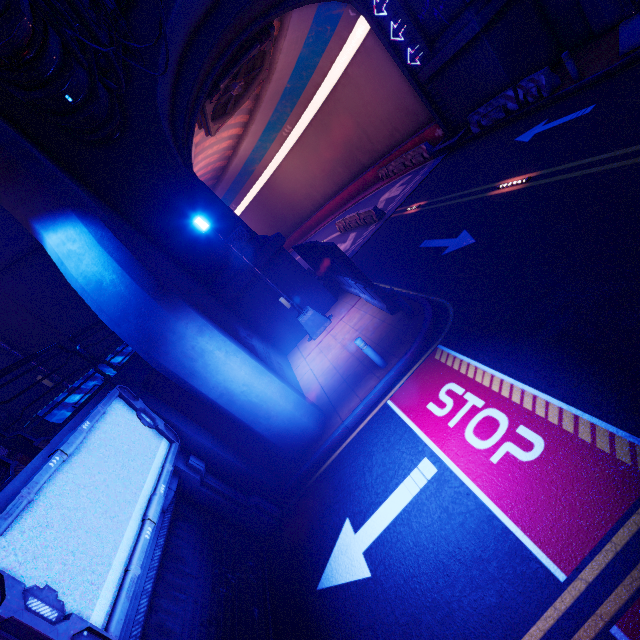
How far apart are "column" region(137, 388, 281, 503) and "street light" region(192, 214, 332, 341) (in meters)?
5.40

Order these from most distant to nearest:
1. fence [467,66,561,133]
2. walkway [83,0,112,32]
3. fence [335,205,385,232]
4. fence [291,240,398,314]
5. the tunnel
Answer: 1. fence [335,205,385,232]
2. the tunnel
3. fence [467,66,561,133]
4. fence [291,240,398,314]
5. walkway [83,0,112,32]

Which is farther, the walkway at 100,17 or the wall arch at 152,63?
the wall arch at 152,63

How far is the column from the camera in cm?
690

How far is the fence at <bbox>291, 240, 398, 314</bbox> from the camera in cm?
949

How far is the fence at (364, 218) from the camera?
19.05m

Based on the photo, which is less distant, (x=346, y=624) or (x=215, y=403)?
(x=346, y=624)

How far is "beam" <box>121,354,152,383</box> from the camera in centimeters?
711cm
